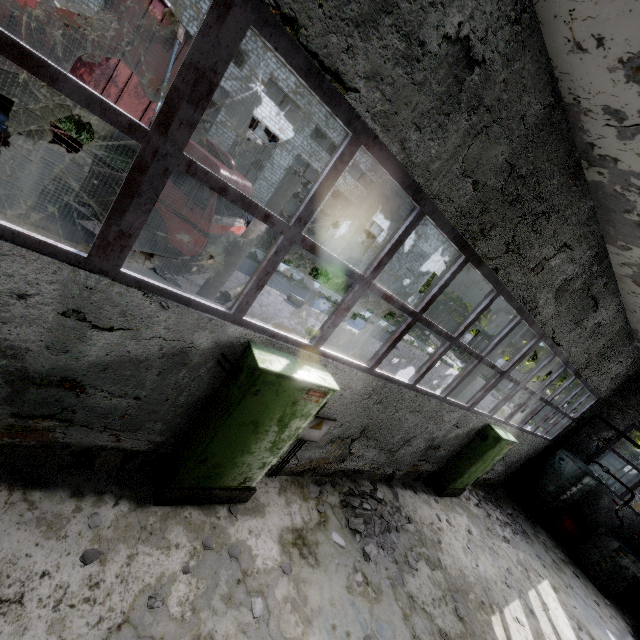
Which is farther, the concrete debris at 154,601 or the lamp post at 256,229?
the lamp post at 256,229

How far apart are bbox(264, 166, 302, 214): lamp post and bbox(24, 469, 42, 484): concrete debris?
6.2m

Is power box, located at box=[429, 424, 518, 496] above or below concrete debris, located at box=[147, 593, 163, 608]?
above

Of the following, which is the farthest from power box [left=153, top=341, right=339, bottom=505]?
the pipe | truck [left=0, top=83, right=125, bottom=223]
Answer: the pipe

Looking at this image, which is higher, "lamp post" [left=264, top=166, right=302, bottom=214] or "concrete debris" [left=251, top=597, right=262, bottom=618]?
"lamp post" [left=264, top=166, right=302, bottom=214]

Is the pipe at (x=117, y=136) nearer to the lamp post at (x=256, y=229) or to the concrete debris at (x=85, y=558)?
the concrete debris at (x=85, y=558)

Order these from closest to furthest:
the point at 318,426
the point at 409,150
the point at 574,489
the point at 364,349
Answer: the point at 409,150 < the point at 318,426 < the point at 574,489 < the point at 364,349
